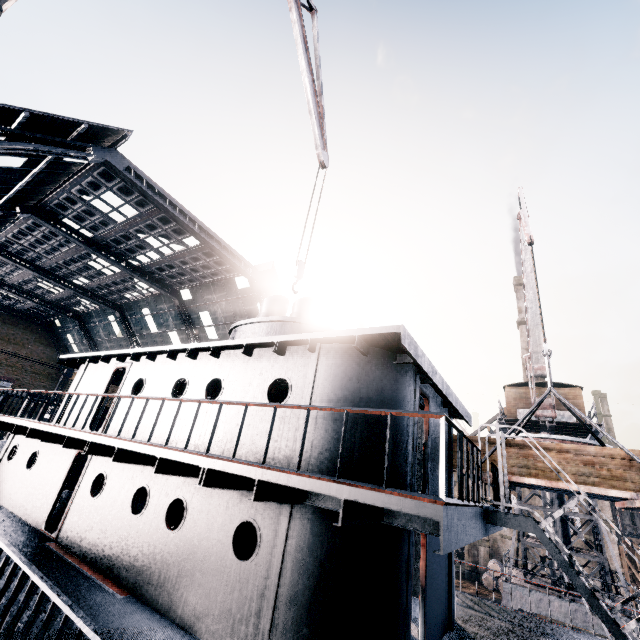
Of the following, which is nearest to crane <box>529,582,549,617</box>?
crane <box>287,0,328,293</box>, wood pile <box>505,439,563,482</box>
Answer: wood pile <box>505,439,563,482</box>

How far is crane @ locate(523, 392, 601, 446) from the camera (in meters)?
19.39

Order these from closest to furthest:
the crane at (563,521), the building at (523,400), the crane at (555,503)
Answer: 1. the crane at (563,521)
2. the crane at (555,503)
3. the building at (523,400)

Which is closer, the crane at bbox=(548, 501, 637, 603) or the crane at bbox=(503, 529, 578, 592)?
the crane at bbox=(548, 501, 637, 603)

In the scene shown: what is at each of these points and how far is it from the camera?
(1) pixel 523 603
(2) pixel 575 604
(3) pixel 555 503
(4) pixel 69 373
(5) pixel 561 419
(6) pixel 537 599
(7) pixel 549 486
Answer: (1) crane, 17.52m
(2) crane, 16.61m
(3) crane, 19.36m
(4) building, 56.16m
(5) crane, 20.47m
(6) crane, 17.34m
(7) loading platform, 9.84m

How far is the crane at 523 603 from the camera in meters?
17.5

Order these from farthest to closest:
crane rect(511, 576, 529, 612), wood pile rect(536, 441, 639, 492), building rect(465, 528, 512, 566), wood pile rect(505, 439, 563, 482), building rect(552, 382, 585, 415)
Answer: building rect(465, 528, 512, 566), building rect(552, 382, 585, 415), crane rect(511, 576, 529, 612), wood pile rect(505, 439, 563, 482), wood pile rect(536, 441, 639, 492)

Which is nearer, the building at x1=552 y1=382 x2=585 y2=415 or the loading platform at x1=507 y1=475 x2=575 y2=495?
the loading platform at x1=507 y1=475 x2=575 y2=495
